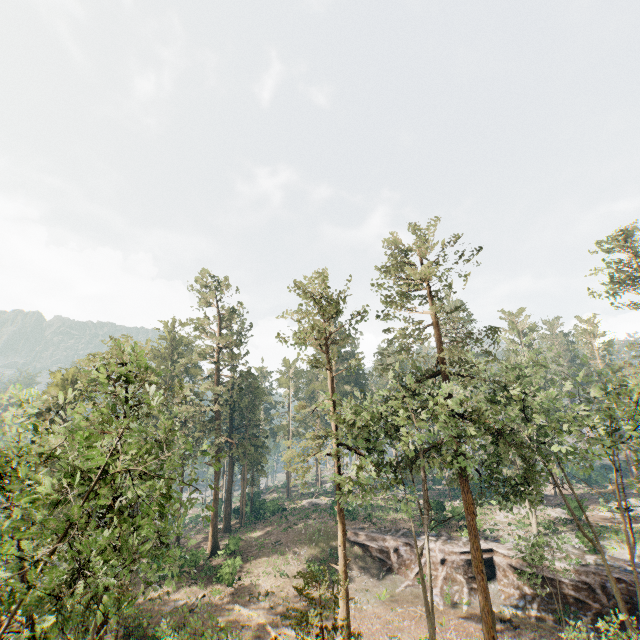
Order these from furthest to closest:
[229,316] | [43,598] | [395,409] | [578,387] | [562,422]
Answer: [229,316] < [562,422] < [395,409] < [578,387] < [43,598]

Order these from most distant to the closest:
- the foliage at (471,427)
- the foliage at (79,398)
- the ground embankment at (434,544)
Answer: the ground embankment at (434,544) → the foliage at (471,427) → the foliage at (79,398)

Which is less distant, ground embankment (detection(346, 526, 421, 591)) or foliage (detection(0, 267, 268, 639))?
foliage (detection(0, 267, 268, 639))

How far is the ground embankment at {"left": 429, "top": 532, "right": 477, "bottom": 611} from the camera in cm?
2838

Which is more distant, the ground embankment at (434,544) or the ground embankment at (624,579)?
the ground embankment at (434,544)
